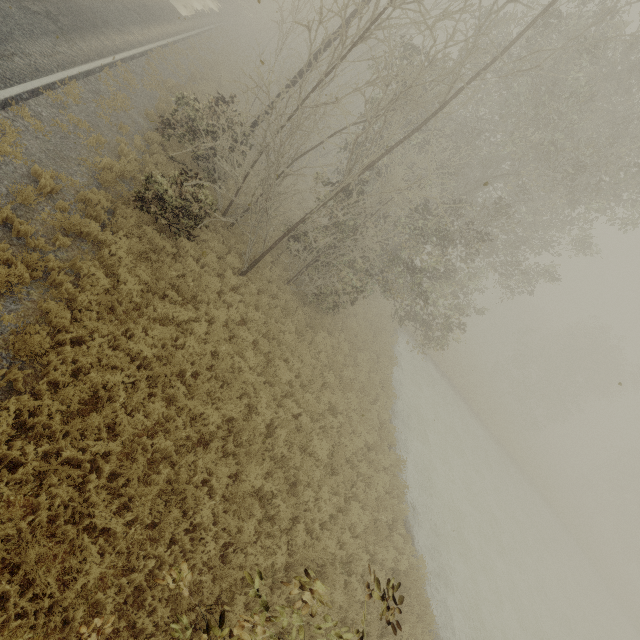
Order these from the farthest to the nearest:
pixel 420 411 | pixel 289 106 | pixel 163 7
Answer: pixel 163 7, pixel 420 411, pixel 289 106
